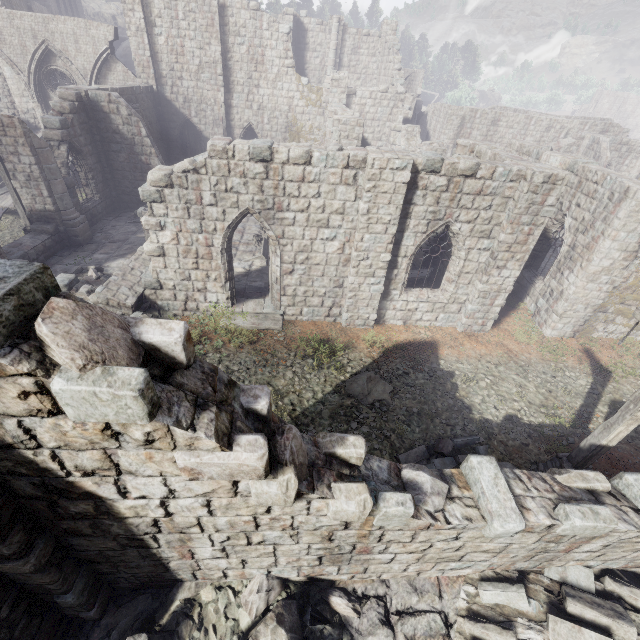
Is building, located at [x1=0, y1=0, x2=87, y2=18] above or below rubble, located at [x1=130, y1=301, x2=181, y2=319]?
above

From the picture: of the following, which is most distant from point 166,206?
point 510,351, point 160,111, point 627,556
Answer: point 160,111

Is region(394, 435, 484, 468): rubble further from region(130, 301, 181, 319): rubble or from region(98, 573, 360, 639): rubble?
region(130, 301, 181, 319): rubble

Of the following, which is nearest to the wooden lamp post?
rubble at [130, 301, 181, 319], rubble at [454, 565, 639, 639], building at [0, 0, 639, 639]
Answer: building at [0, 0, 639, 639]

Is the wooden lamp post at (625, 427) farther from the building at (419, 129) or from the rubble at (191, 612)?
the rubble at (191, 612)

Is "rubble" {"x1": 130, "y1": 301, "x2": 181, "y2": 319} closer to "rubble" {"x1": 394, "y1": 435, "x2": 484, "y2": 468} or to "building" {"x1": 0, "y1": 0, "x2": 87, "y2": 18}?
"rubble" {"x1": 394, "y1": 435, "x2": 484, "y2": 468}

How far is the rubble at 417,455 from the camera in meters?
8.1

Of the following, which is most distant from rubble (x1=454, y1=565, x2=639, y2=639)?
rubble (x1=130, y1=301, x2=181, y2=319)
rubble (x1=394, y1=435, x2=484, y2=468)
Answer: rubble (x1=130, y1=301, x2=181, y2=319)
